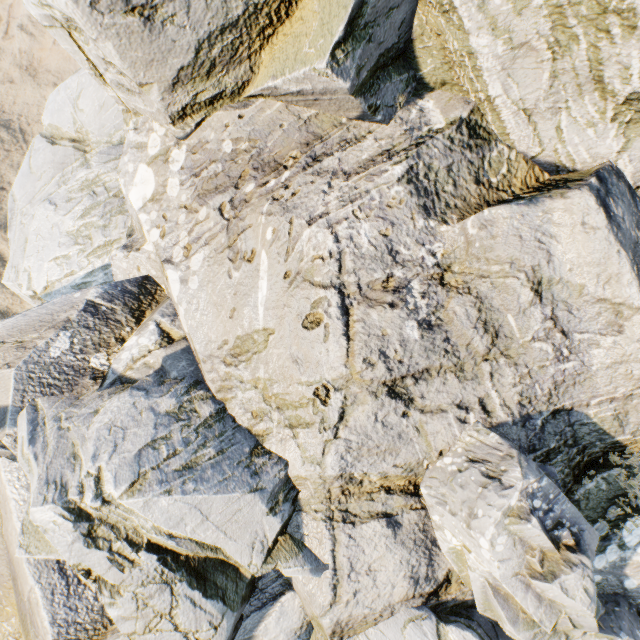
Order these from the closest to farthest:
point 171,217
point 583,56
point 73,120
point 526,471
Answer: point 583,56 → point 526,471 → point 171,217 → point 73,120
